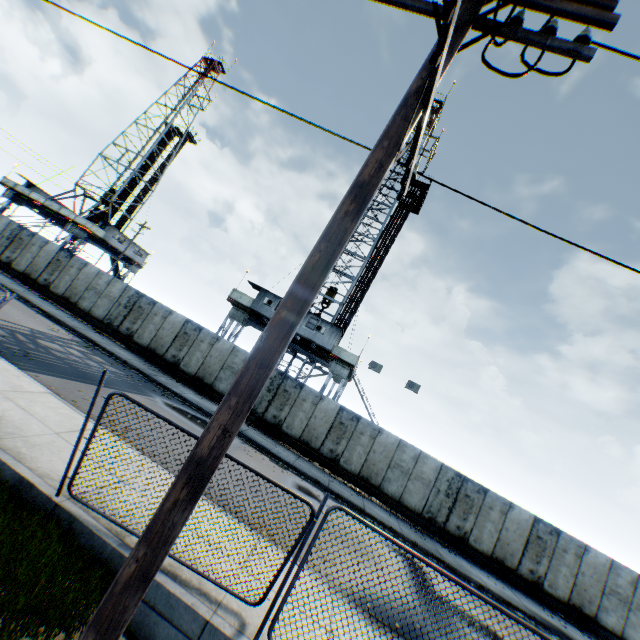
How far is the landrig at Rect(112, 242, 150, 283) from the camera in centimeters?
3888cm

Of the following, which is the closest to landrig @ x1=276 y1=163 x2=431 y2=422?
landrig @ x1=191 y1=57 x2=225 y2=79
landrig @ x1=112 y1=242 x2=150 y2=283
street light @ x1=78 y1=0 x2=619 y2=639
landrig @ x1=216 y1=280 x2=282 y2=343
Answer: landrig @ x1=216 y1=280 x2=282 y2=343

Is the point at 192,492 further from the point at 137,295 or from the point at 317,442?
the point at 137,295

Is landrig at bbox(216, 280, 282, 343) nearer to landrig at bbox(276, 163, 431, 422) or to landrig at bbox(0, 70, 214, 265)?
landrig at bbox(276, 163, 431, 422)

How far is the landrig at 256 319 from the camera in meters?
23.8 m

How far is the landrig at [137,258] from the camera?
38.9m

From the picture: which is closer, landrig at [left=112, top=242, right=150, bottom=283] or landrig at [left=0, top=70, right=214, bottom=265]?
landrig at [left=0, top=70, right=214, bottom=265]

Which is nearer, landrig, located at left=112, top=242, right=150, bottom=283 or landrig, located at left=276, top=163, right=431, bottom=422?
landrig, located at left=276, top=163, right=431, bottom=422
